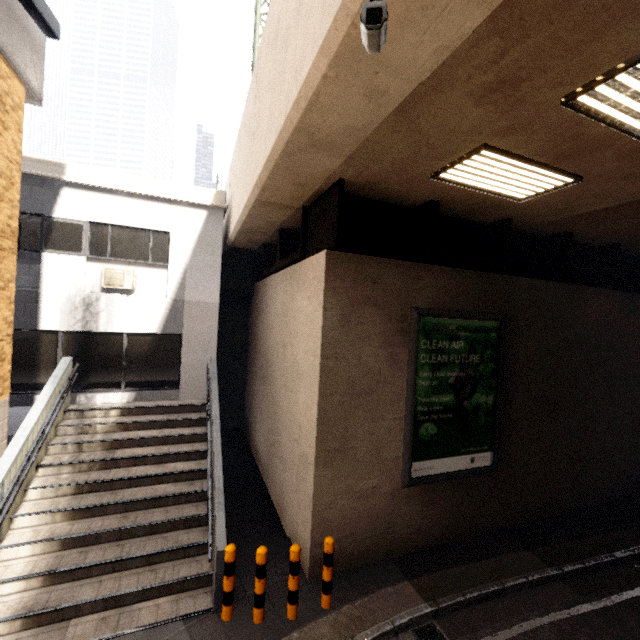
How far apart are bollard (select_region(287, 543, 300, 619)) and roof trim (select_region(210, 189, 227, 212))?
8.9 meters

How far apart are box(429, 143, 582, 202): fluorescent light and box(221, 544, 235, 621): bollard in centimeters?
648cm

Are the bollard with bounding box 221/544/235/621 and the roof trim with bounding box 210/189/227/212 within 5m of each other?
no

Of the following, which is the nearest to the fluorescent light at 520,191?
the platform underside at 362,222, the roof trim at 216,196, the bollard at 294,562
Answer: the platform underside at 362,222

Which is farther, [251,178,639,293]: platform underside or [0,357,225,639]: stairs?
[251,178,639,293]: platform underside

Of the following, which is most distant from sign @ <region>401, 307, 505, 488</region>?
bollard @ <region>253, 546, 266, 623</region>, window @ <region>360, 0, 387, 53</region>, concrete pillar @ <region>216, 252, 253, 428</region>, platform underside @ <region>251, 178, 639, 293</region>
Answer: concrete pillar @ <region>216, 252, 253, 428</region>

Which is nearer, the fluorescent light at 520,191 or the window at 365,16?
the window at 365,16

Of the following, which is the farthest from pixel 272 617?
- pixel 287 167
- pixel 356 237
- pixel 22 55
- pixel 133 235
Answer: pixel 22 55
